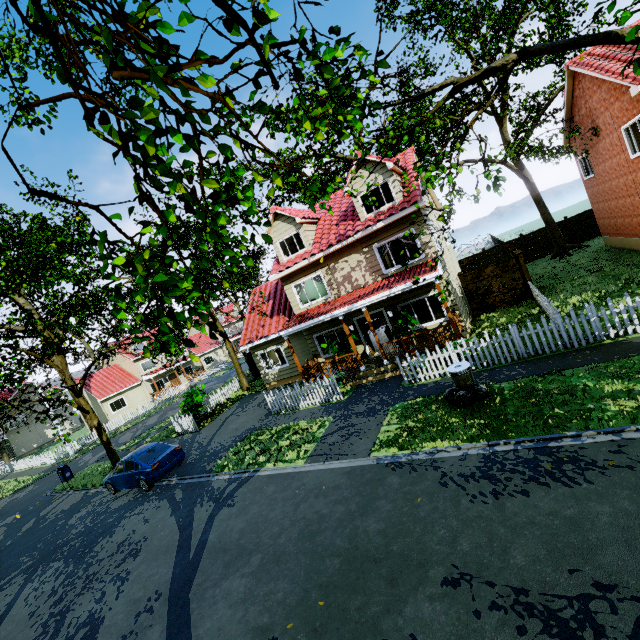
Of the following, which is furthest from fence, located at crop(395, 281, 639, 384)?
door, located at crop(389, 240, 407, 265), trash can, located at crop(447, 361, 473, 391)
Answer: door, located at crop(389, 240, 407, 265)

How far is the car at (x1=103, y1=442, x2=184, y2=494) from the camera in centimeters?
1281cm

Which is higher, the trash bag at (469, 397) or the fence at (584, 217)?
the fence at (584, 217)

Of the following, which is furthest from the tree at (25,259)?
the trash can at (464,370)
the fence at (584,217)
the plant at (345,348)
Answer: the plant at (345,348)

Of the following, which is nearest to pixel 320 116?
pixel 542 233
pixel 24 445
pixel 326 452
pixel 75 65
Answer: pixel 75 65

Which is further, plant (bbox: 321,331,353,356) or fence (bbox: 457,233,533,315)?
fence (bbox: 457,233,533,315)

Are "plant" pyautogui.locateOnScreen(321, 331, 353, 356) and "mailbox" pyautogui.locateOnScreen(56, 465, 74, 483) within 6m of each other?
no

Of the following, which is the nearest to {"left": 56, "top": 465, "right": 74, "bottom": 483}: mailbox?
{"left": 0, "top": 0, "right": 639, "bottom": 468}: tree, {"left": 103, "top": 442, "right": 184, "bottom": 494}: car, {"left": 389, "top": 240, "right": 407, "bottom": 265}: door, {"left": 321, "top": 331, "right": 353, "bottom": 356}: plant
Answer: {"left": 0, "top": 0, "right": 639, "bottom": 468}: tree
